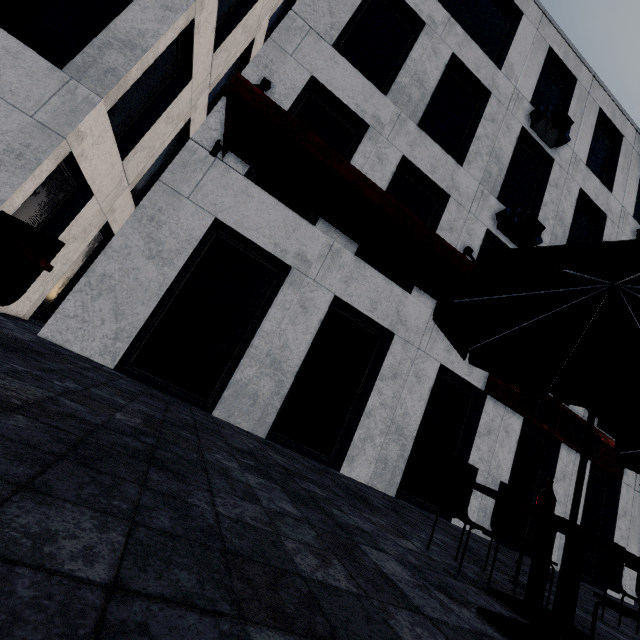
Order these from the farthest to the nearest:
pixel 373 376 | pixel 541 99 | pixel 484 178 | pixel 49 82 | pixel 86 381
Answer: pixel 541 99 → pixel 484 178 → pixel 373 376 → pixel 49 82 → pixel 86 381

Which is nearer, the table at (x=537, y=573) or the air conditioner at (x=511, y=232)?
the table at (x=537, y=573)

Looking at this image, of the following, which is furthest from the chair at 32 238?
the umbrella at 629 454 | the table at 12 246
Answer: the umbrella at 629 454

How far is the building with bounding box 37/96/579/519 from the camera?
5.1 meters

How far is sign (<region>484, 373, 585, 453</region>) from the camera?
7.8 meters

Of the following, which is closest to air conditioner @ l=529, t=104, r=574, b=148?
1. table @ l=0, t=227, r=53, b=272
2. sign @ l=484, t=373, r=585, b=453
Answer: sign @ l=484, t=373, r=585, b=453

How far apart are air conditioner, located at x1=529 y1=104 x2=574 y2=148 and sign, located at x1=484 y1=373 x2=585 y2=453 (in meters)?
7.16

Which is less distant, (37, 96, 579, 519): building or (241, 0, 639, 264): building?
(37, 96, 579, 519): building
